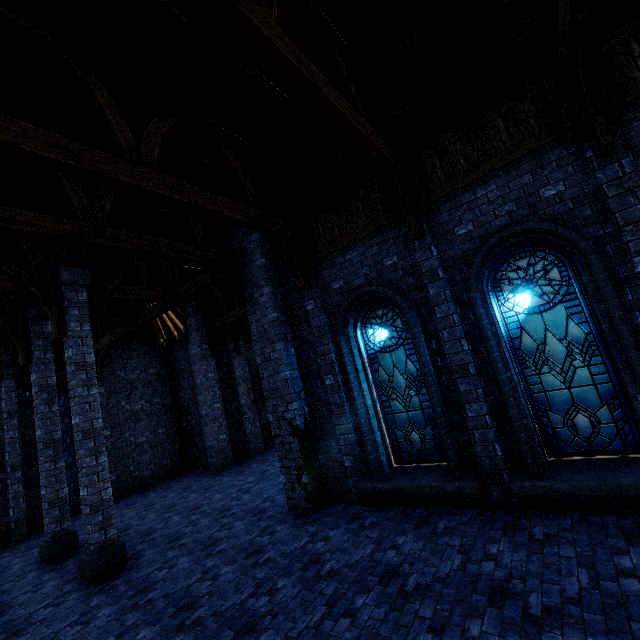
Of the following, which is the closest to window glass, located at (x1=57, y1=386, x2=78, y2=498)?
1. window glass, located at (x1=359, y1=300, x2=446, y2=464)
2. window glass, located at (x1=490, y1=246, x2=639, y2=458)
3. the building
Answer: the building

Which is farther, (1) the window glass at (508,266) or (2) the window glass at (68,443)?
(2) the window glass at (68,443)

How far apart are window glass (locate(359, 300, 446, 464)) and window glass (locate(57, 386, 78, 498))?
13.9 meters

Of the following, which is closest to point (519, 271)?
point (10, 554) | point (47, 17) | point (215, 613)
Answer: point (215, 613)

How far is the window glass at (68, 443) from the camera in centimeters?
1338cm

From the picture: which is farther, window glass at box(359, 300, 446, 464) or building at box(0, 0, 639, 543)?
window glass at box(359, 300, 446, 464)

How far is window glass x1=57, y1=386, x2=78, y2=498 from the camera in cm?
1338
